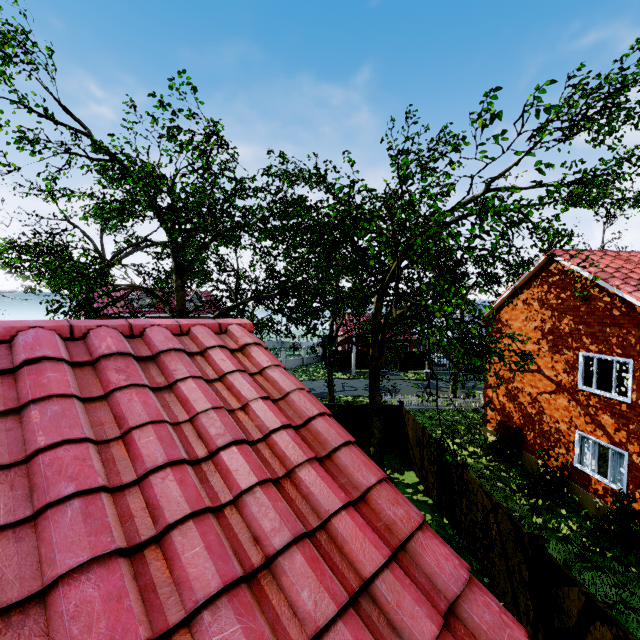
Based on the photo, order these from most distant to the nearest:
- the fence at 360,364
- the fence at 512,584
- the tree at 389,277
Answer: the fence at 360,364
the fence at 512,584
the tree at 389,277

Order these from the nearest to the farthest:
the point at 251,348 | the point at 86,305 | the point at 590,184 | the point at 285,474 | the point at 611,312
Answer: the point at 285,474, the point at 251,348, the point at 590,184, the point at 611,312, the point at 86,305

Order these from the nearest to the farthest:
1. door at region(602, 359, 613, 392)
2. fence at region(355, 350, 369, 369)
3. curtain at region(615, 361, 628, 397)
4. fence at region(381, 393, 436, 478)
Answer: curtain at region(615, 361, 628, 397) → door at region(602, 359, 613, 392) → fence at region(381, 393, 436, 478) → fence at region(355, 350, 369, 369)

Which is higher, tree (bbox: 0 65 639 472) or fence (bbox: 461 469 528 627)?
tree (bbox: 0 65 639 472)

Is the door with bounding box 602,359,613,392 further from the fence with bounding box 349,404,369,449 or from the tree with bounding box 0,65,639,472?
the fence with bounding box 349,404,369,449

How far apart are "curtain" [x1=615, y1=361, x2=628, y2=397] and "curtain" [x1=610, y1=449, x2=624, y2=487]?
1.8 meters

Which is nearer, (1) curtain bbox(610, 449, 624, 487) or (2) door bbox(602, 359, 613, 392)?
(1) curtain bbox(610, 449, 624, 487)

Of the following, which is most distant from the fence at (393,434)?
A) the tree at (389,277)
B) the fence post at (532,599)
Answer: the tree at (389,277)
